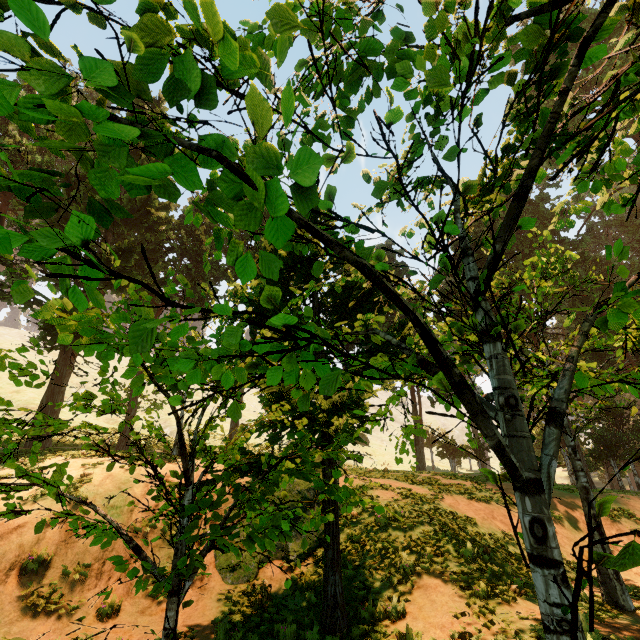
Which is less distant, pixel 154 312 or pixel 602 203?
pixel 602 203
